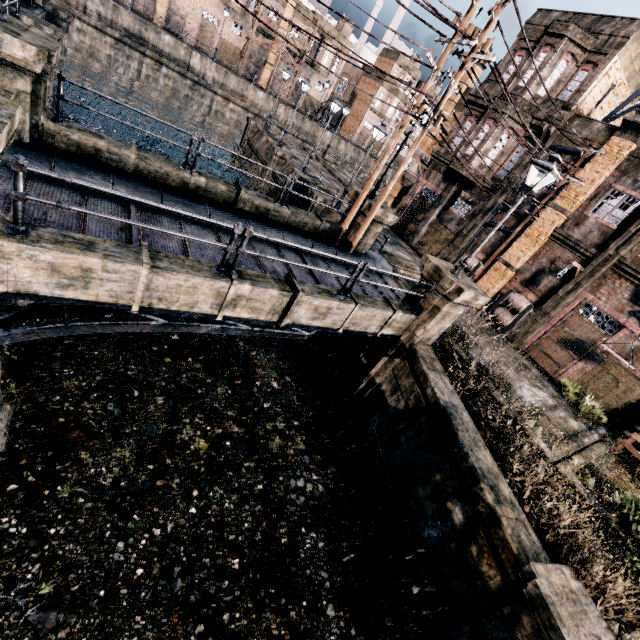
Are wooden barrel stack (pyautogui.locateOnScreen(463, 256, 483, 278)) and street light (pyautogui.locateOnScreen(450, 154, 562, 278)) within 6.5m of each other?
no

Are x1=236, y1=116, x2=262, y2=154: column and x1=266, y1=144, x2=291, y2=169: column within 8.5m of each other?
yes

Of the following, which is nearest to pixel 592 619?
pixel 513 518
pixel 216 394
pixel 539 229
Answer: pixel 513 518

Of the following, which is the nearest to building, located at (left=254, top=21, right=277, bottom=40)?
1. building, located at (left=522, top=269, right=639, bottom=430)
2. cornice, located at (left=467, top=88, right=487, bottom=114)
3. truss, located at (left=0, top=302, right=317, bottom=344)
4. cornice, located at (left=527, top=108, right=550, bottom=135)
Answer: cornice, located at (left=467, top=88, right=487, bottom=114)

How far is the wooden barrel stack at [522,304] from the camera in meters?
18.8 m

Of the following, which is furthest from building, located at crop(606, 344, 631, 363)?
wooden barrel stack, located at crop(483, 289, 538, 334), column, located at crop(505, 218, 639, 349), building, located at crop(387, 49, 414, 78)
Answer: building, located at crop(387, 49, 414, 78)

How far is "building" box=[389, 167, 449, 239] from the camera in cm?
2586

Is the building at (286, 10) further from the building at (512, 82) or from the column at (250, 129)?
the building at (512, 82)
